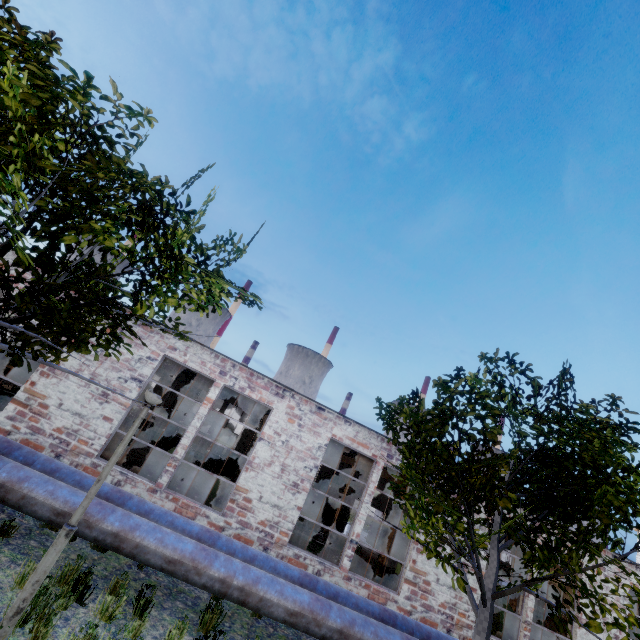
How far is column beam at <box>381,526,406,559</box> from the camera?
12.5m

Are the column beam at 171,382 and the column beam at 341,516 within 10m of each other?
no

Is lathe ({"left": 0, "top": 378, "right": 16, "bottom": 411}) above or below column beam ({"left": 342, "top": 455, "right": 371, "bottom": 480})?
below

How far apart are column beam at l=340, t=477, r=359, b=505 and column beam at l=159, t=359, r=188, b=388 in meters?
11.3 m

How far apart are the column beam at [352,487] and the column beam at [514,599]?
5.3m

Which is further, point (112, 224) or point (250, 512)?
point (250, 512)

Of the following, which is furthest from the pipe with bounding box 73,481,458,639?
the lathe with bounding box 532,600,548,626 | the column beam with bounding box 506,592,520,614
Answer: the lathe with bounding box 532,600,548,626
